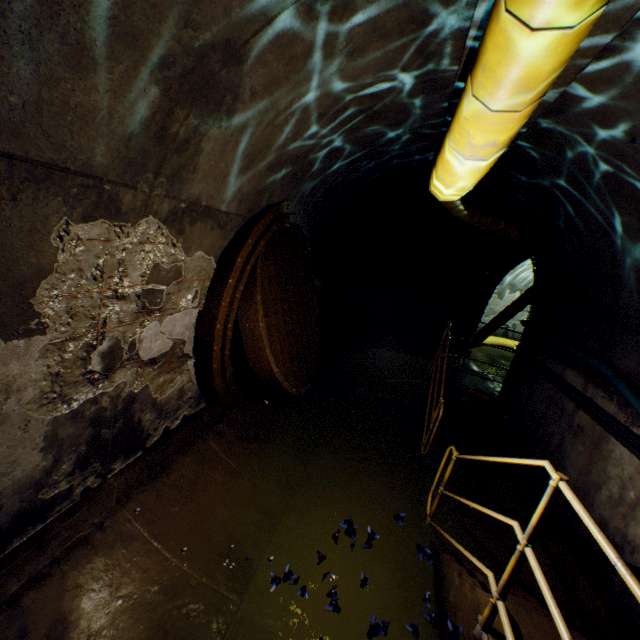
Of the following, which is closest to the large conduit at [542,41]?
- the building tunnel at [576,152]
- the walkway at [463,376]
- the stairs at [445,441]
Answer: the building tunnel at [576,152]

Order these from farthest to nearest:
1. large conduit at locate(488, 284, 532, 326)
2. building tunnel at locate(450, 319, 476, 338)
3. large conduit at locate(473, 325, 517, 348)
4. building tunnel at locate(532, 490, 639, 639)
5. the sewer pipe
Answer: large conduit at locate(473, 325, 517, 348), building tunnel at locate(450, 319, 476, 338), large conduit at locate(488, 284, 532, 326), the sewer pipe, building tunnel at locate(532, 490, 639, 639)

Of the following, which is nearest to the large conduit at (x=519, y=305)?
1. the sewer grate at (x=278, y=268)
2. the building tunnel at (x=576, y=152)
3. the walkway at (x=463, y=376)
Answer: the building tunnel at (x=576, y=152)

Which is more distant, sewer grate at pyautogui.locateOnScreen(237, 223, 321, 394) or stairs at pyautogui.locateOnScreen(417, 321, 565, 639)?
sewer grate at pyautogui.locateOnScreen(237, 223, 321, 394)

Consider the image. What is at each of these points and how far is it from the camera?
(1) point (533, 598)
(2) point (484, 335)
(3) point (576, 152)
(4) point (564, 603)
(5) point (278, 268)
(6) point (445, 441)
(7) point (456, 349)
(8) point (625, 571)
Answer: (1) stairs, 2.9m
(2) large conduit, 12.4m
(3) building tunnel, 3.3m
(4) stairs, 3.1m
(5) sewer grate, 4.6m
(6) stairs, 5.8m
(7) building tunnel, 11.2m
(8) walkway, 1.3m

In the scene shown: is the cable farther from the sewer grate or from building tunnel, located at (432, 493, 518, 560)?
the sewer grate

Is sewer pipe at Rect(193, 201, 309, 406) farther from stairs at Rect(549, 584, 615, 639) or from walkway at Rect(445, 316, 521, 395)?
walkway at Rect(445, 316, 521, 395)

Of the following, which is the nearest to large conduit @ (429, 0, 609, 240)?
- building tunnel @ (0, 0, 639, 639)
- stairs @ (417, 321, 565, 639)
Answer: building tunnel @ (0, 0, 639, 639)
